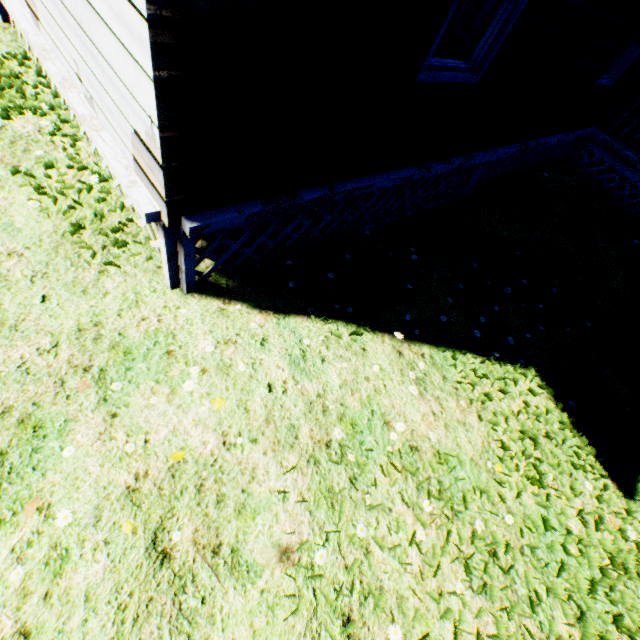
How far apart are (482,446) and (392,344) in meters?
1.3
